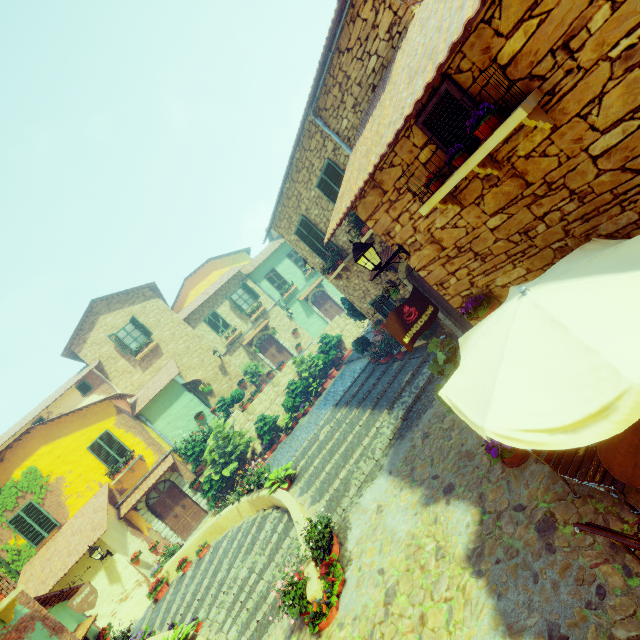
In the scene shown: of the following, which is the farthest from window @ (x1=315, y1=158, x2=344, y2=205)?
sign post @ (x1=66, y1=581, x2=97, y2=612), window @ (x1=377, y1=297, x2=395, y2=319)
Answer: sign post @ (x1=66, y1=581, x2=97, y2=612)

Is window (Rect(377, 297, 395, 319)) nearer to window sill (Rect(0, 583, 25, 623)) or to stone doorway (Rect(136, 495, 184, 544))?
window sill (Rect(0, 583, 25, 623))

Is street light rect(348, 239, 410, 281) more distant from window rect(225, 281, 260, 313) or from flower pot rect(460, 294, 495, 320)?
window rect(225, 281, 260, 313)

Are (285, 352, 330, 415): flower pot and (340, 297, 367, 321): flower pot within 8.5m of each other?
yes

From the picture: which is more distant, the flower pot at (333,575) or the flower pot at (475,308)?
the flower pot at (333,575)

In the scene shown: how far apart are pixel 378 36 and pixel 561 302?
6.1 meters

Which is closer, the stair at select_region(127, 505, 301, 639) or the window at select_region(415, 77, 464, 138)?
the window at select_region(415, 77, 464, 138)

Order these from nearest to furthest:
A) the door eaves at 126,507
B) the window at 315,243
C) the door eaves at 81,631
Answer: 1. the door eaves at 81,631
2. the window at 315,243
3. the door eaves at 126,507
